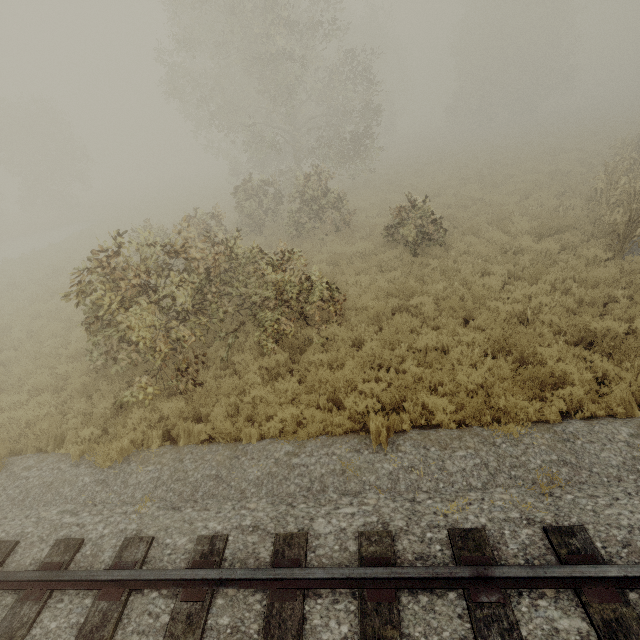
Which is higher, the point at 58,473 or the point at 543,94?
the point at 543,94
